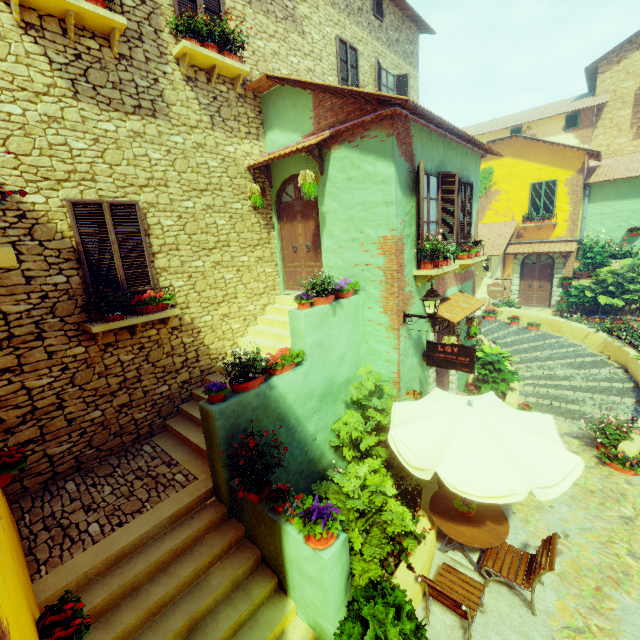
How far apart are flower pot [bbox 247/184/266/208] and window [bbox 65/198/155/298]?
2.6m

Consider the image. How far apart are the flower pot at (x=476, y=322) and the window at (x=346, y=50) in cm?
796

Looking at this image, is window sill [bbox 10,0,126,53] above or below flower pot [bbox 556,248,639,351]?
above

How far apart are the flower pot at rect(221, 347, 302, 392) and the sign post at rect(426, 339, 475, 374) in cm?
350

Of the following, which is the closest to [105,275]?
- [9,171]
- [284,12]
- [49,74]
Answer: [9,171]

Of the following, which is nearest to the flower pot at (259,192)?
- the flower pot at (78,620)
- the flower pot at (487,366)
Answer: the flower pot at (78,620)

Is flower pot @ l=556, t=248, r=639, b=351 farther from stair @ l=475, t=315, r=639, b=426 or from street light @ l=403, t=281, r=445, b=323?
street light @ l=403, t=281, r=445, b=323

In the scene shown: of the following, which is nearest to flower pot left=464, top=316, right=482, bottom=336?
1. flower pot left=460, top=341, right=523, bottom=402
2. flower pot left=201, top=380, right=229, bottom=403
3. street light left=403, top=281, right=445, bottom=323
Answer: flower pot left=460, top=341, right=523, bottom=402
